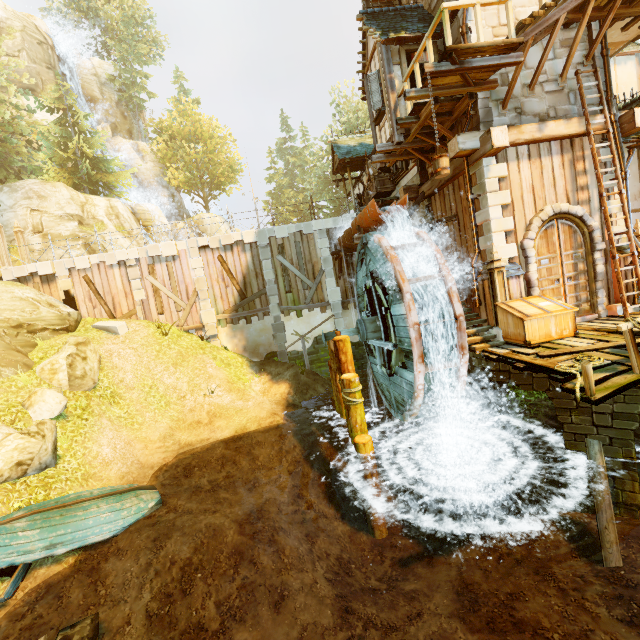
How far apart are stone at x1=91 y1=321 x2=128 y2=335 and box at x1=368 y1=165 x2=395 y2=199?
13.2m

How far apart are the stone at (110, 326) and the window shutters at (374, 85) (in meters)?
14.03

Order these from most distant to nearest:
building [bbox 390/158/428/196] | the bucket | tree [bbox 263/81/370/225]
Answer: tree [bbox 263/81/370/225]
building [bbox 390/158/428/196]
the bucket

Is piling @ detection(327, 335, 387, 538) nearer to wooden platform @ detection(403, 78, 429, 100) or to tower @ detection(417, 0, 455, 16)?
tower @ detection(417, 0, 455, 16)

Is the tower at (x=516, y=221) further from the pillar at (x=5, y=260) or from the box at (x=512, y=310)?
the pillar at (x=5, y=260)

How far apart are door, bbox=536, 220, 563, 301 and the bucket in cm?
357

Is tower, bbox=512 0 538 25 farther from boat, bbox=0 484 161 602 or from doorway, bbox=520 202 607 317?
boat, bbox=0 484 161 602

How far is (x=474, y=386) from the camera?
9.66m
